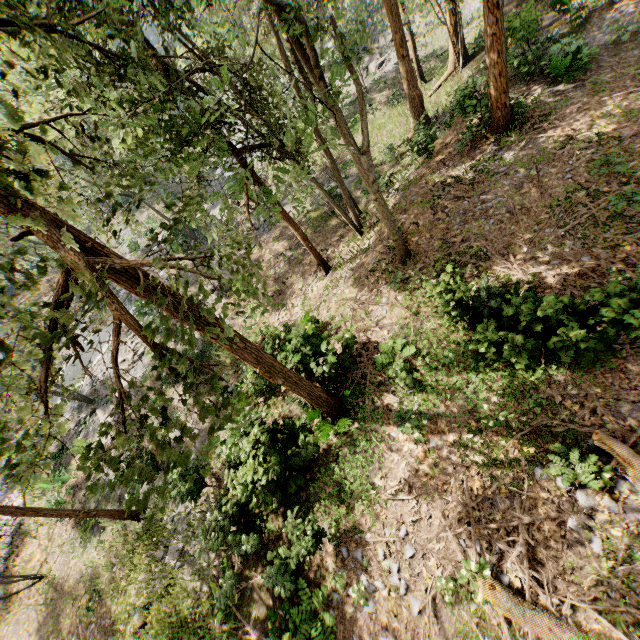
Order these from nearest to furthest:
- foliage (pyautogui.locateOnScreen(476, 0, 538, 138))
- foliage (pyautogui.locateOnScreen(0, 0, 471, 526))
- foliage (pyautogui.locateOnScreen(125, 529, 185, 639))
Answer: foliage (pyautogui.locateOnScreen(0, 0, 471, 526)) → foliage (pyautogui.locateOnScreen(476, 0, 538, 138)) → foliage (pyautogui.locateOnScreen(125, 529, 185, 639))

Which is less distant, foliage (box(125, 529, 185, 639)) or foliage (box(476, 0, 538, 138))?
foliage (box(476, 0, 538, 138))

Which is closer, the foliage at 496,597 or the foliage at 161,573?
the foliage at 496,597

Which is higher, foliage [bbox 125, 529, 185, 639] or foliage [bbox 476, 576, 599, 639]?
foliage [bbox 476, 576, 599, 639]

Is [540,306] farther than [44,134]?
Yes
